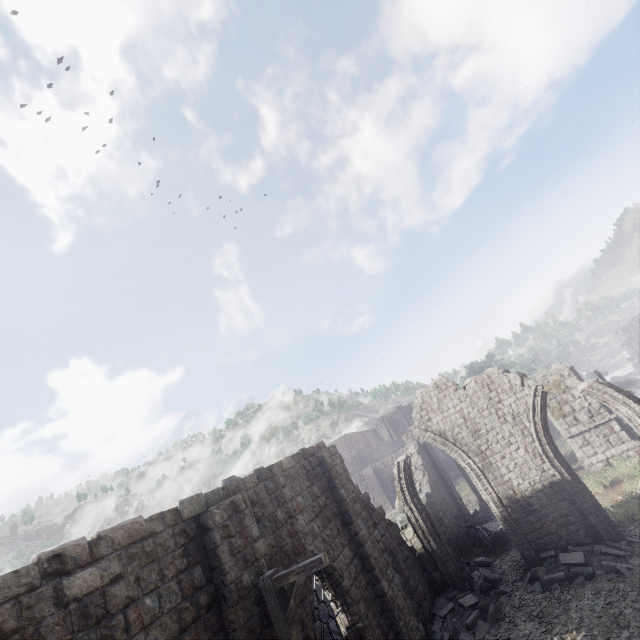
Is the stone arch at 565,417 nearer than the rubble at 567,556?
No

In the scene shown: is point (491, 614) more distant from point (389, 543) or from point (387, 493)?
point (387, 493)

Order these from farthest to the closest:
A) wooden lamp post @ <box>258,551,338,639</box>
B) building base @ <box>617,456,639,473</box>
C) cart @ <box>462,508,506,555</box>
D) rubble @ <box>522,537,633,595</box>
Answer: building base @ <box>617,456,639,473</box> → cart @ <box>462,508,506,555</box> → rubble @ <box>522,537,633,595</box> → wooden lamp post @ <box>258,551,338,639</box>

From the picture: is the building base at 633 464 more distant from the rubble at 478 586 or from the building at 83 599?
the building at 83 599

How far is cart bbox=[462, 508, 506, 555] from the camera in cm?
1577

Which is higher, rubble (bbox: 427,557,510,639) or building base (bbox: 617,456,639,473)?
rubble (bbox: 427,557,510,639)

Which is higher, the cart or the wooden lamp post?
the wooden lamp post

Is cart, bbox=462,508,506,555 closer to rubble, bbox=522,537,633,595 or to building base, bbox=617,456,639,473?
rubble, bbox=522,537,633,595
